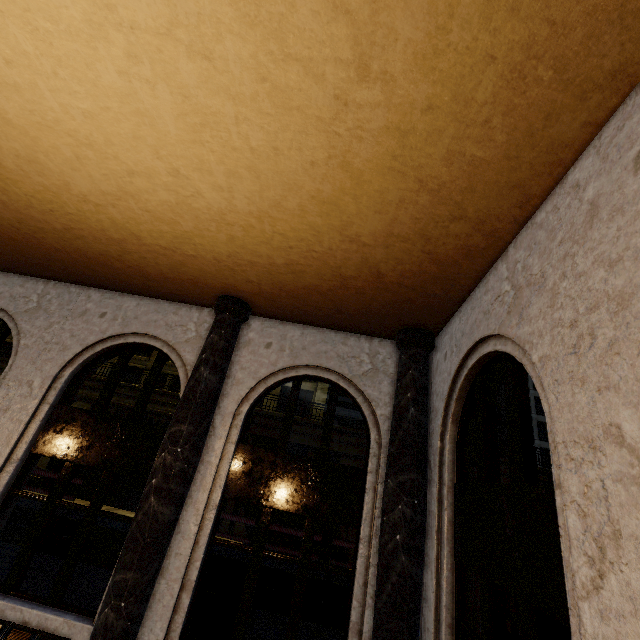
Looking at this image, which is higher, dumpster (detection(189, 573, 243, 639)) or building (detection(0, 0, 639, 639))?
building (detection(0, 0, 639, 639))

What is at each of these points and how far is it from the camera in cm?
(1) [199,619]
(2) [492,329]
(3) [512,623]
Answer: (1) dumpster, 696
(2) building, 413
(3) truck, 1019

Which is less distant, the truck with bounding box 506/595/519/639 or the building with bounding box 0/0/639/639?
the building with bounding box 0/0/639/639

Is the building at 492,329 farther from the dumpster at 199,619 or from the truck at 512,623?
the truck at 512,623

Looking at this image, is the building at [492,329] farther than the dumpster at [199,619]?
No

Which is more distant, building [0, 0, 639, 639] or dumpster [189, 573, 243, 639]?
dumpster [189, 573, 243, 639]

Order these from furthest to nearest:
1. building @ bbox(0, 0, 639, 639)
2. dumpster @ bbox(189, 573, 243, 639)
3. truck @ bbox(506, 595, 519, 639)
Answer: truck @ bbox(506, 595, 519, 639)
dumpster @ bbox(189, 573, 243, 639)
building @ bbox(0, 0, 639, 639)

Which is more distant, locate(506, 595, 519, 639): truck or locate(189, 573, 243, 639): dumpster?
locate(506, 595, 519, 639): truck
